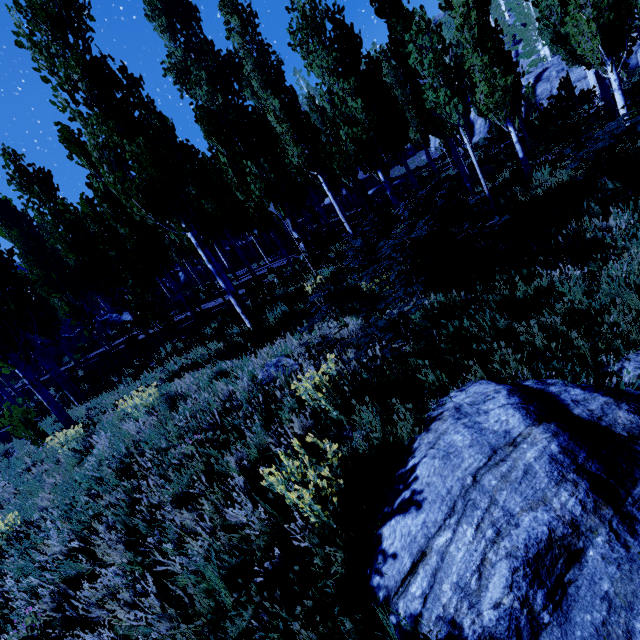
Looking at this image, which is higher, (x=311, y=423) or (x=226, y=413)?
(x=226, y=413)

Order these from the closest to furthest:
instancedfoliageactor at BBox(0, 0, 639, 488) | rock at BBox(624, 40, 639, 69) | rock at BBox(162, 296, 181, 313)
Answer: instancedfoliageactor at BBox(0, 0, 639, 488) → rock at BBox(162, 296, 181, 313) → rock at BBox(624, 40, 639, 69)

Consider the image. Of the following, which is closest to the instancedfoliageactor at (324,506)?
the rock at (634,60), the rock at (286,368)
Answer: the rock at (634,60)

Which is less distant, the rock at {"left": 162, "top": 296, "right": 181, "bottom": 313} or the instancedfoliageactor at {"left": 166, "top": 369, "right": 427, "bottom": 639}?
the instancedfoliageactor at {"left": 166, "top": 369, "right": 427, "bottom": 639}

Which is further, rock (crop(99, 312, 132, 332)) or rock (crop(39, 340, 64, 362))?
rock (crop(39, 340, 64, 362))

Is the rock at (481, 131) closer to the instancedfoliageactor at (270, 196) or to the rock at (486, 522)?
the instancedfoliageactor at (270, 196)

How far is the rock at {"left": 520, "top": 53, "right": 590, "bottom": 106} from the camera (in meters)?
27.41

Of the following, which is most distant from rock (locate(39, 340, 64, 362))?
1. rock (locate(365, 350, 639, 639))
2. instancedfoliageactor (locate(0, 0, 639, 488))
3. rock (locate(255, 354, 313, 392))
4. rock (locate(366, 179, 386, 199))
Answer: rock (locate(366, 179, 386, 199))
